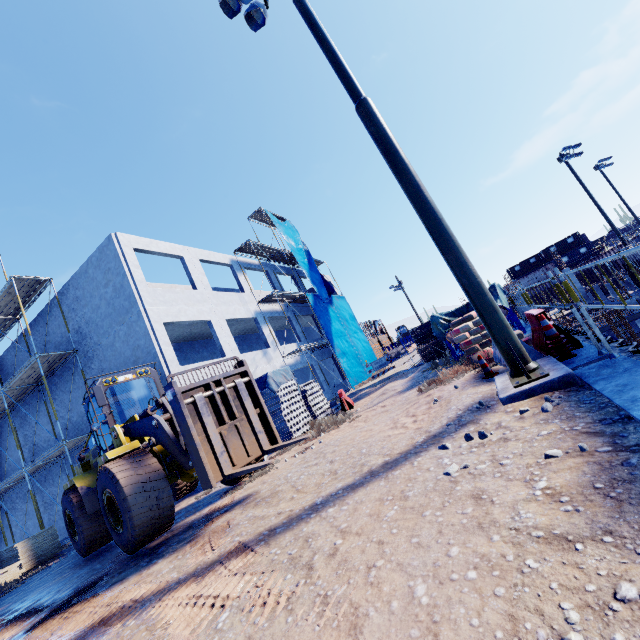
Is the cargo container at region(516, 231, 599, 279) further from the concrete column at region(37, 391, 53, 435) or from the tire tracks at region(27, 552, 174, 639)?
the tire tracks at region(27, 552, 174, 639)

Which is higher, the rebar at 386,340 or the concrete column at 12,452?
the concrete column at 12,452

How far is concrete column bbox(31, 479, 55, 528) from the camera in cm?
1802

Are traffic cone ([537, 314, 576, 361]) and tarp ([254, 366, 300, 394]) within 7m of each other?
no

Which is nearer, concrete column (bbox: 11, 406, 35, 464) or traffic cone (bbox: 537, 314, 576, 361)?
traffic cone (bbox: 537, 314, 576, 361)

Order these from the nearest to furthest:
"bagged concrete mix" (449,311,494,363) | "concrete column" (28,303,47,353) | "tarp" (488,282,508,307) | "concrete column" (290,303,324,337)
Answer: "bagged concrete mix" (449,311,494,363) → "tarp" (488,282,508,307) → "concrete column" (28,303,47,353) → "concrete column" (290,303,324,337)

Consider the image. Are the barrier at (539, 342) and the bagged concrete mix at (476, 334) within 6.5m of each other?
yes

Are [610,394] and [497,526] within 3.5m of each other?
yes
